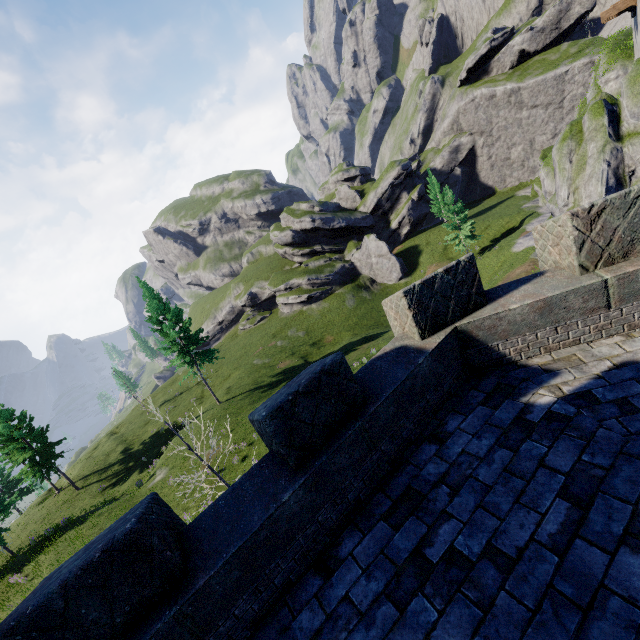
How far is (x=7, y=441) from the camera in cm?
3011
